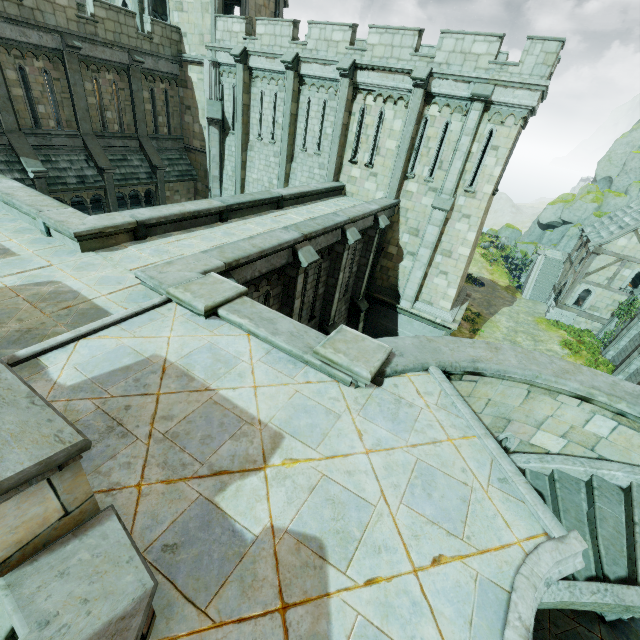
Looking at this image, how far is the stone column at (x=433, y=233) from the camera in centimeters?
1313cm

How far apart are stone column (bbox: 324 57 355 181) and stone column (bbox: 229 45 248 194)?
5.86m

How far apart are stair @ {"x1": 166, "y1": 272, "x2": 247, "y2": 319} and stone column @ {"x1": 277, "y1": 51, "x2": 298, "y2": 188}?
14.3m

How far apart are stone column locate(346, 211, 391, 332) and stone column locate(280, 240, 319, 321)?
5.53m

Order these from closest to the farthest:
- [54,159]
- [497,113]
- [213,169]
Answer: [497,113] < [54,159] < [213,169]

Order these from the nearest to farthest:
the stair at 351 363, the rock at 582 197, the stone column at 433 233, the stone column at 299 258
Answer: the stair at 351 363
the stone column at 299 258
the stone column at 433 233
the rock at 582 197

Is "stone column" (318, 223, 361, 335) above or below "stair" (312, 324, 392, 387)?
below

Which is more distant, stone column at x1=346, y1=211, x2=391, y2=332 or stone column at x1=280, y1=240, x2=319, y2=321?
stone column at x1=346, y1=211, x2=391, y2=332
